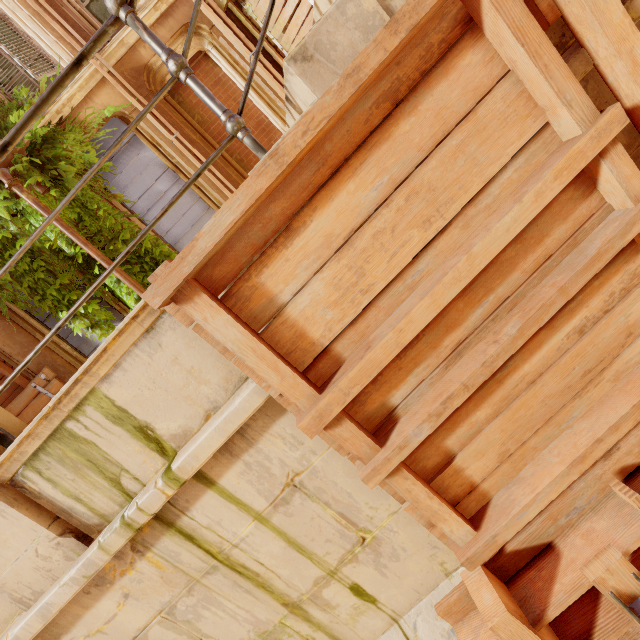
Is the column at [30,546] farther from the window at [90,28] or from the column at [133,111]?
the window at [90,28]

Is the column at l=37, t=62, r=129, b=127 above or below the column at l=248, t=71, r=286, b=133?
above

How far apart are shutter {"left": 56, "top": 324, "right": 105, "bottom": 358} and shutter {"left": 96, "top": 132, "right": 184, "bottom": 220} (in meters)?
1.70

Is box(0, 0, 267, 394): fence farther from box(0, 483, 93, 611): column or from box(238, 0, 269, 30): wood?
box(238, 0, 269, 30): wood

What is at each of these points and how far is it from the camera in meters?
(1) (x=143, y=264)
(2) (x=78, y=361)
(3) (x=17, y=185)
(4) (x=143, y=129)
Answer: (1) plant, 6.3
(2) column, 6.8
(3) pipe, 5.5
(4) column, 6.3

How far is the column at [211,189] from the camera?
6.5m

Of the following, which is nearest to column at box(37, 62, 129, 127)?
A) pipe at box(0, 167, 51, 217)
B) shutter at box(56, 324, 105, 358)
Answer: pipe at box(0, 167, 51, 217)

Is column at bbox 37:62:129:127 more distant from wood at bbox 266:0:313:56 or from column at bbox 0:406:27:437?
column at bbox 0:406:27:437
